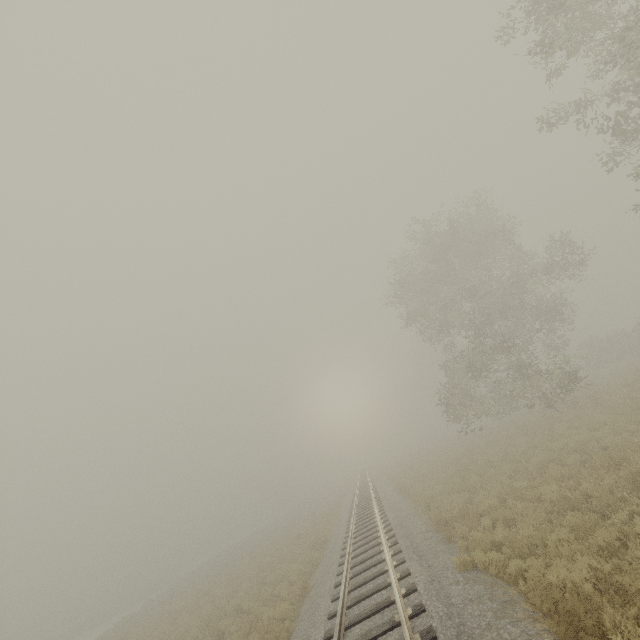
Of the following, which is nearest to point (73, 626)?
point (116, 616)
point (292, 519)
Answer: point (116, 616)

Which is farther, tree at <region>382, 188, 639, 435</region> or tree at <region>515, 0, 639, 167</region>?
tree at <region>382, 188, 639, 435</region>

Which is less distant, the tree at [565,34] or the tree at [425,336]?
the tree at [565,34]
